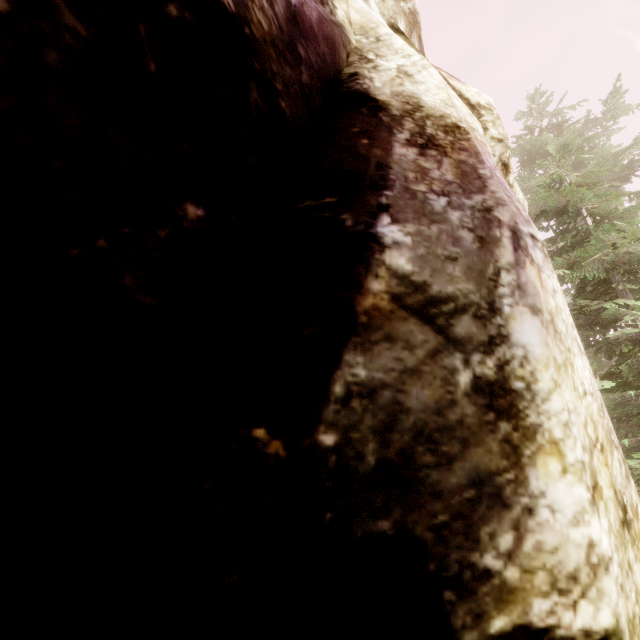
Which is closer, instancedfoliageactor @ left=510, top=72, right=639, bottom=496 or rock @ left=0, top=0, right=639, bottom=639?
rock @ left=0, top=0, right=639, bottom=639

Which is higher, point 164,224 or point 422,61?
point 422,61

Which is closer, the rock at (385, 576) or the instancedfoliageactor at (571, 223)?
the rock at (385, 576)
